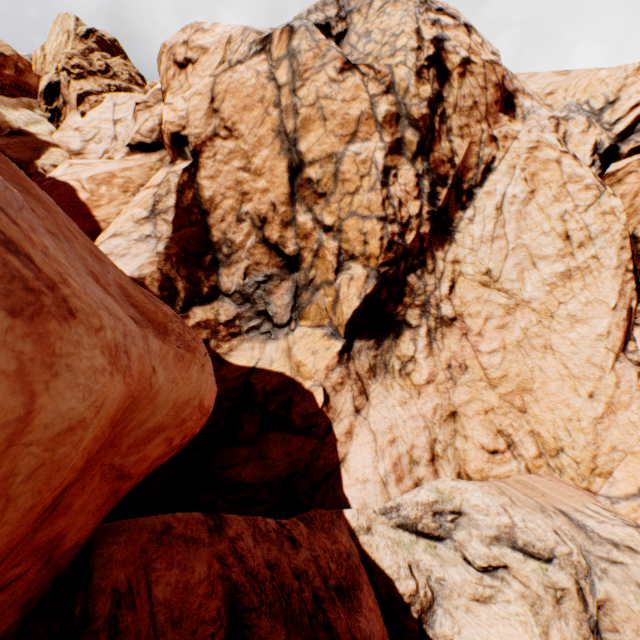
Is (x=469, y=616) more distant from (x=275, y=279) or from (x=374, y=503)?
(x=275, y=279)
